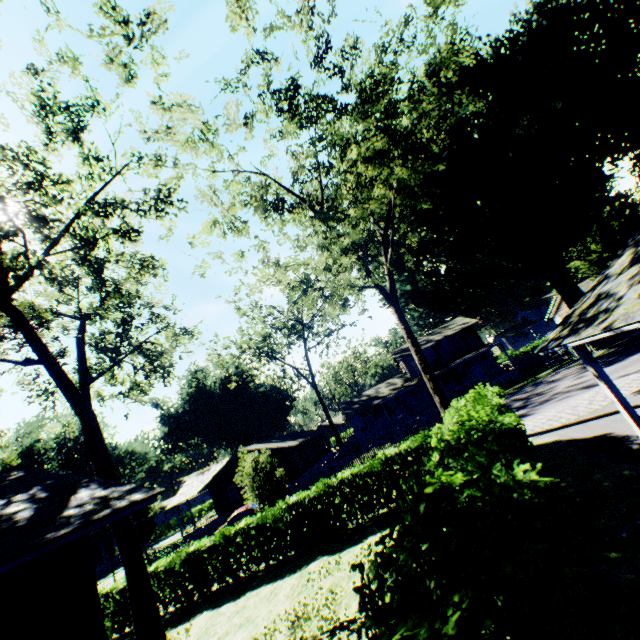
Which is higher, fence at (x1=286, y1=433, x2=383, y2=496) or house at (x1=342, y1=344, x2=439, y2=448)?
house at (x1=342, y1=344, x2=439, y2=448)

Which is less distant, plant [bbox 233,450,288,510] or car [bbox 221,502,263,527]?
plant [bbox 233,450,288,510]

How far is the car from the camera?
26.78m

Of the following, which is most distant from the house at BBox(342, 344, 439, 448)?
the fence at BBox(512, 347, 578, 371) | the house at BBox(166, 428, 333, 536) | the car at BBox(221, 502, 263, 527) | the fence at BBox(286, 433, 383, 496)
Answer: the car at BBox(221, 502, 263, 527)

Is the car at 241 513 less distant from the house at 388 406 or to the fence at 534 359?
the house at 388 406

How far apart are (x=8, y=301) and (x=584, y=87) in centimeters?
3610cm

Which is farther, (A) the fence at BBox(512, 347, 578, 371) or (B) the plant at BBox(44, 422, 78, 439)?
(A) the fence at BBox(512, 347, 578, 371)

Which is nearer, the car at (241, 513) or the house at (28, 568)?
the house at (28, 568)
